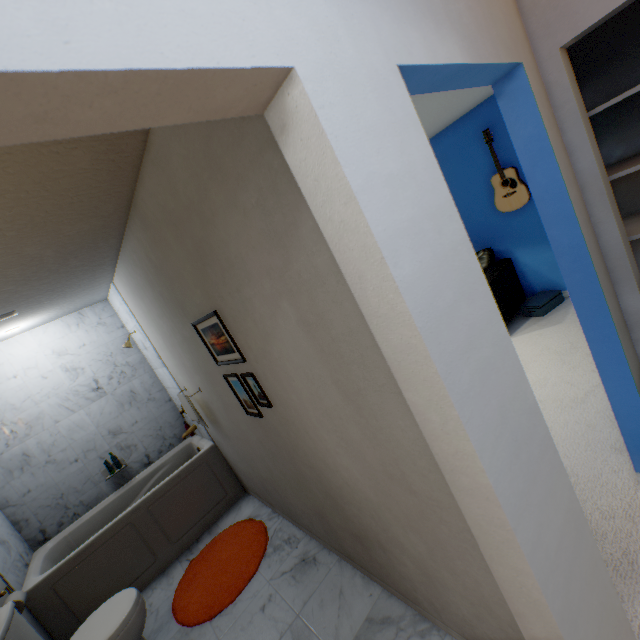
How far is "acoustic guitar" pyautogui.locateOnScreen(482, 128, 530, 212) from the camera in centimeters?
365cm

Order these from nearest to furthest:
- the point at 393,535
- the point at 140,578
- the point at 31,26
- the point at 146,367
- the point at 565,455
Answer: the point at 31,26 < the point at 393,535 < the point at 565,455 < the point at 140,578 < the point at 146,367

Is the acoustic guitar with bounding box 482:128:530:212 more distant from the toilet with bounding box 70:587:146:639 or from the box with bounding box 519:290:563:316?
the toilet with bounding box 70:587:146:639

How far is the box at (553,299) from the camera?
3.78m

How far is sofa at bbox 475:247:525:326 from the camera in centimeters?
374cm

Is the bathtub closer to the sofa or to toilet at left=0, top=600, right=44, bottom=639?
toilet at left=0, top=600, right=44, bottom=639

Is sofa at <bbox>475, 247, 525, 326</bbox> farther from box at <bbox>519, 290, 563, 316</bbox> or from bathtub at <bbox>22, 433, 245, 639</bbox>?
bathtub at <bbox>22, 433, 245, 639</bbox>

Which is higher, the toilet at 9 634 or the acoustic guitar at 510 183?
the acoustic guitar at 510 183
